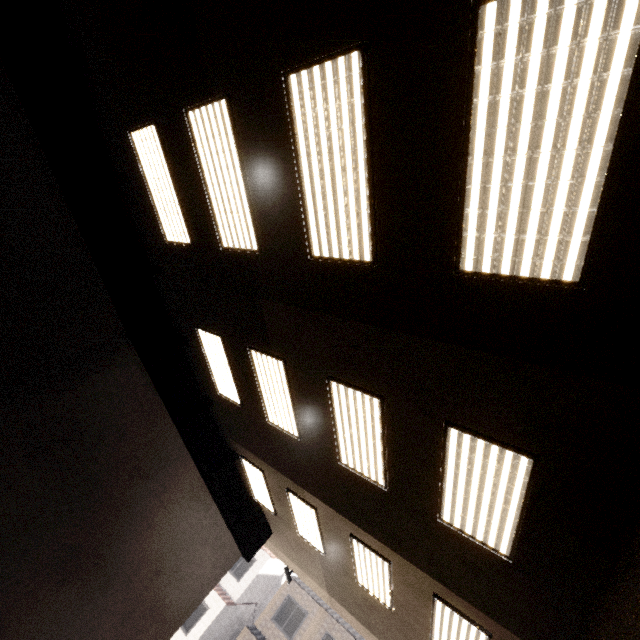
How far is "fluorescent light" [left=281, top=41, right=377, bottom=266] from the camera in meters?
3.0 m

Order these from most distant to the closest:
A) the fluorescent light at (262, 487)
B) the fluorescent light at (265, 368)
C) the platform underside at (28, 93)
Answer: the fluorescent light at (262, 487), the fluorescent light at (265, 368), the platform underside at (28, 93)

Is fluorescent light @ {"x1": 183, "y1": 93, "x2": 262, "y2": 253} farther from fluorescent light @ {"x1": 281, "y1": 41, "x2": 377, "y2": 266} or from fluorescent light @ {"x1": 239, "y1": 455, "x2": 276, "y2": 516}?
fluorescent light @ {"x1": 239, "y1": 455, "x2": 276, "y2": 516}

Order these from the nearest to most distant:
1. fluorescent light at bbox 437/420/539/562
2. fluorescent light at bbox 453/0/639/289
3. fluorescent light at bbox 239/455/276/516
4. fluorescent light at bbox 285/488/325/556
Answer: fluorescent light at bbox 453/0/639/289 < fluorescent light at bbox 437/420/539/562 < fluorescent light at bbox 285/488/325/556 < fluorescent light at bbox 239/455/276/516

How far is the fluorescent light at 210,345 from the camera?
7.1 meters

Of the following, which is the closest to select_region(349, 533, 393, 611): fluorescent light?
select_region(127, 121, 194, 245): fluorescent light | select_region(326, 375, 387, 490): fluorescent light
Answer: select_region(326, 375, 387, 490): fluorescent light

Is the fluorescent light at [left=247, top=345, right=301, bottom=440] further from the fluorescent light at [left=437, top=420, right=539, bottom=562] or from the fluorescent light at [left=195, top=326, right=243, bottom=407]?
the fluorescent light at [left=437, top=420, right=539, bottom=562]

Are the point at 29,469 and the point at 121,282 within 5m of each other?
yes
